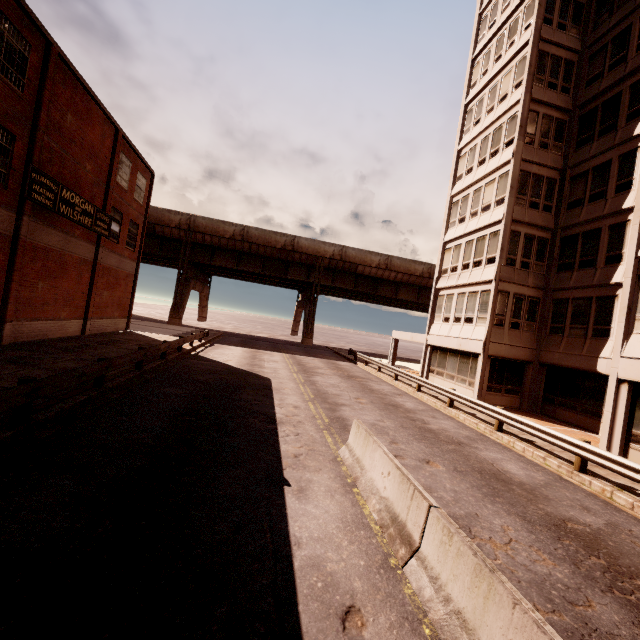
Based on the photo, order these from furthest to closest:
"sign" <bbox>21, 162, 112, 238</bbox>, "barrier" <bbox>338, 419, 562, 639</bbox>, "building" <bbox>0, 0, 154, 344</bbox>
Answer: "sign" <bbox>21, 162, 112, 238</bbox> → "building" <bbox>0, 0, 154, 344</bbox> → "barrier" <bbox>338, 419, 562, 639</bbox>

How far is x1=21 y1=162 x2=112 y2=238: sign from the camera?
14.52m

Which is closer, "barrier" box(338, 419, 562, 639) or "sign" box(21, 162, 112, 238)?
"barrier" box(338, 419, 562, 639)

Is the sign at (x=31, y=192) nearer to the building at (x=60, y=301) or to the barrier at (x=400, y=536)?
the building at (x=60, y=301)

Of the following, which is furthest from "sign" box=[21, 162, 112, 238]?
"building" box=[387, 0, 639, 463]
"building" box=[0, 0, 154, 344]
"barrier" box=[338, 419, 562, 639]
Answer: "building" box=[387, 0, 639, 463]

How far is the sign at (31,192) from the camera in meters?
14.5 m

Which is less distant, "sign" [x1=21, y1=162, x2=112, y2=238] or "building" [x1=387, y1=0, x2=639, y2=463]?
"sign" [x1=21, y1=162, x2=112, y2=238]

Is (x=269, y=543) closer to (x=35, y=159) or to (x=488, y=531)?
(x=488, y=531)
